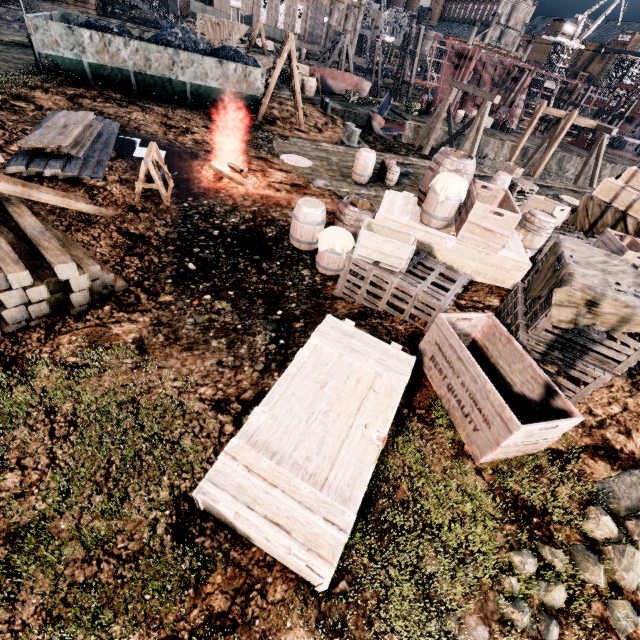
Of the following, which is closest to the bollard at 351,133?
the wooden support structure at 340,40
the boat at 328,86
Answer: the boat at 328,86

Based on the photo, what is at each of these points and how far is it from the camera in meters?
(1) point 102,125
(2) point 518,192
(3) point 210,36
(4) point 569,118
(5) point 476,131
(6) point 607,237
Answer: (1) wood pile, 12.5 m
(2) wooden chest, 19.1 m
(3) wooden chest, 27.5 m
(4) wooden support structure, 24.9 m
(5) wooden support structure, 22.5 m
(6) wooden crate, 8.1 m

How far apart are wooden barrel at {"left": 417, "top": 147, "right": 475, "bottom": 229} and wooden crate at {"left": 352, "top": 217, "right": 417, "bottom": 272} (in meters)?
1.37

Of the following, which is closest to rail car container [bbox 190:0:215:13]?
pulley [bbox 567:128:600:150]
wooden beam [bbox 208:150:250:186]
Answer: pulley [bbox 567:128:600:150]

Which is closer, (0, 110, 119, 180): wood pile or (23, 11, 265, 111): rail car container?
(0, 110, 119, 180): wood pile

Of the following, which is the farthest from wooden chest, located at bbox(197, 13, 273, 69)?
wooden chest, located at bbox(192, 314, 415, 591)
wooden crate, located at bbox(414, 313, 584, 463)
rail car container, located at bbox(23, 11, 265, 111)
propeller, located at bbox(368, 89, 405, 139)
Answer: wooden crate, located at bbox(414, 313, 584, 463)

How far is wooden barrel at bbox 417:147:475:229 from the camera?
7.43m

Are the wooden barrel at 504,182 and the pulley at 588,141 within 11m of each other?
no
